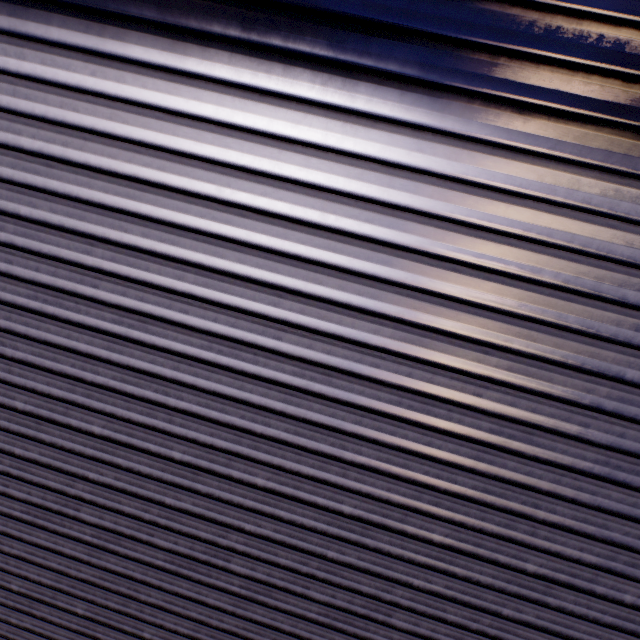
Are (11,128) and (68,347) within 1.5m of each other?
yes
